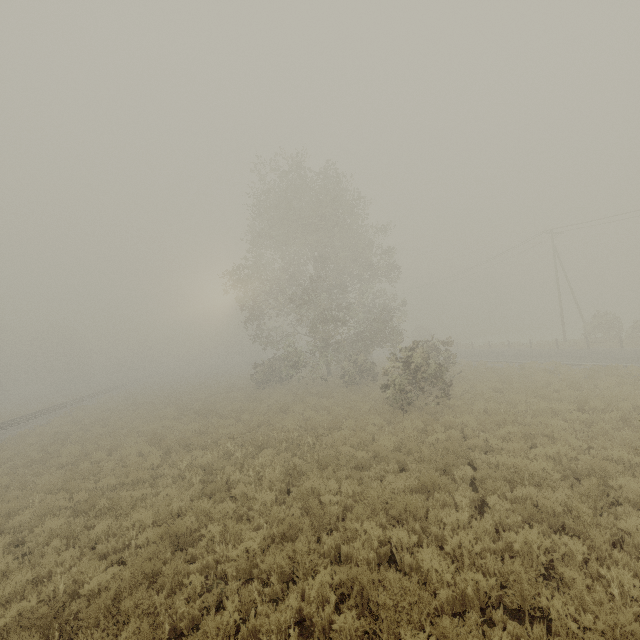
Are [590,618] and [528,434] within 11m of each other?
yes
